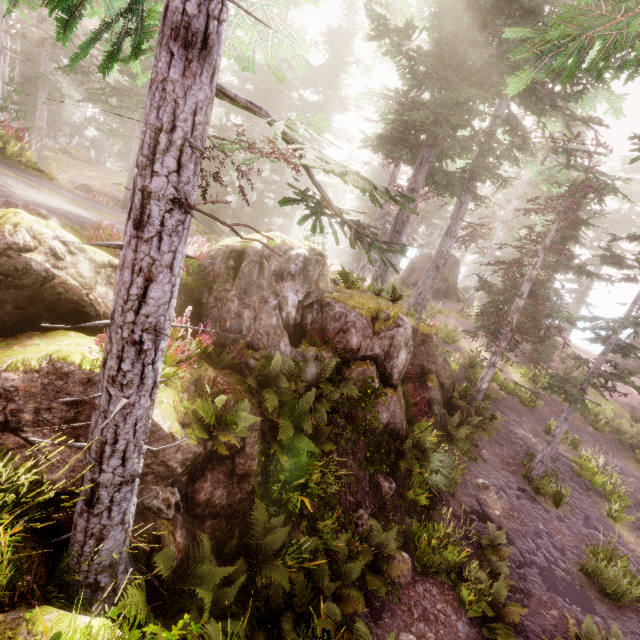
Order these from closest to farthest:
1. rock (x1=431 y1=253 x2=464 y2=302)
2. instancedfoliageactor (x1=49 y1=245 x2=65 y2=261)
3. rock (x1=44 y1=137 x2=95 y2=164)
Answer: instancedfoliageactor (x1=49 y1=245 x2=65 y2=261)
rock (x1=431 y1=253 x2=464 y2=302)
rock (x1=44 y1=137 x2=95 y2=164)

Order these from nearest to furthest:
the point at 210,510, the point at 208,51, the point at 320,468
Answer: the point at 208,51 → the point at 210,510 → the point at 320,468

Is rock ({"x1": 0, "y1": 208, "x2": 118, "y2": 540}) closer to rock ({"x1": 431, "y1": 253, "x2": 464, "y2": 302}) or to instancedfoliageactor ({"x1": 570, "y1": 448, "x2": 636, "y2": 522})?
instancedfoliageactor ({"x1": 570, "y1": 448, "x2": 636, "y2": 522})

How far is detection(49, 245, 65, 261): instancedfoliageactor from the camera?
4.7 meters

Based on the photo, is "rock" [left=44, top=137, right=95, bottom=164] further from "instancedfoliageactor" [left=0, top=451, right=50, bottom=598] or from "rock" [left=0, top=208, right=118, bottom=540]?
"rock" [left=0, top=208, right=118, bottom=540]

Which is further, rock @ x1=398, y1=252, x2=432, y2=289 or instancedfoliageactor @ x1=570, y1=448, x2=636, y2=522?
rock @ x1=398, y1=252, x2=432, y2=289

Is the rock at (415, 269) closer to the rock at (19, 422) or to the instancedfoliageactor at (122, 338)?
the instancedfoliageactor at (122, 338)

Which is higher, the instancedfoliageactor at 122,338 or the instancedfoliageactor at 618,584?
the instancedfoliageactor at 122,338
